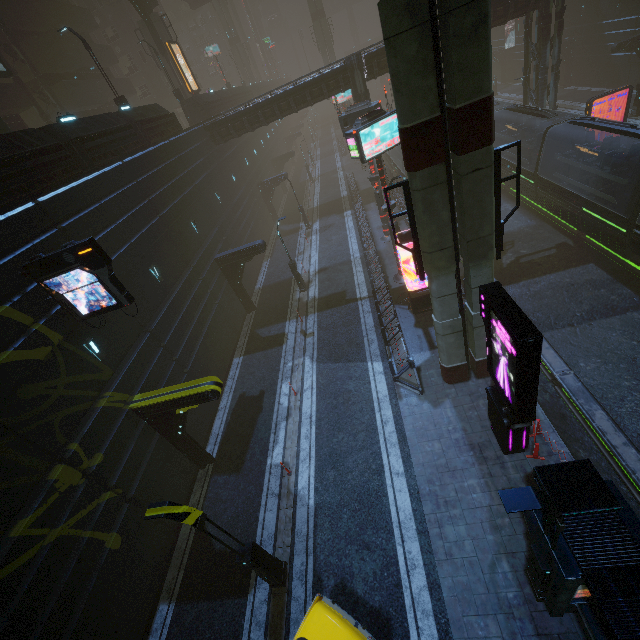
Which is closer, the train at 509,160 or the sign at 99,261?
the sign at 99,261

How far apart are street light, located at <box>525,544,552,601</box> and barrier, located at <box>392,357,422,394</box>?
6.45m

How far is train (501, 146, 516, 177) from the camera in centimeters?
2369cm

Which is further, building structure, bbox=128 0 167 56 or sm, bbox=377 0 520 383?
building structure, bbox=128 0 167 56

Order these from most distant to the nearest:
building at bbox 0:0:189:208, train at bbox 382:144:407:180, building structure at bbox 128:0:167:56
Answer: train at bbox 382:144:407:180 → building structure at bbox 128:0:167:56 → building at bbox 0:0:189:208

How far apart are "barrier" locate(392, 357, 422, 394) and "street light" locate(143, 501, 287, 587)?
8.0 meters

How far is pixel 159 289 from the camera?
15.9m

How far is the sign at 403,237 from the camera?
15.6 meters
